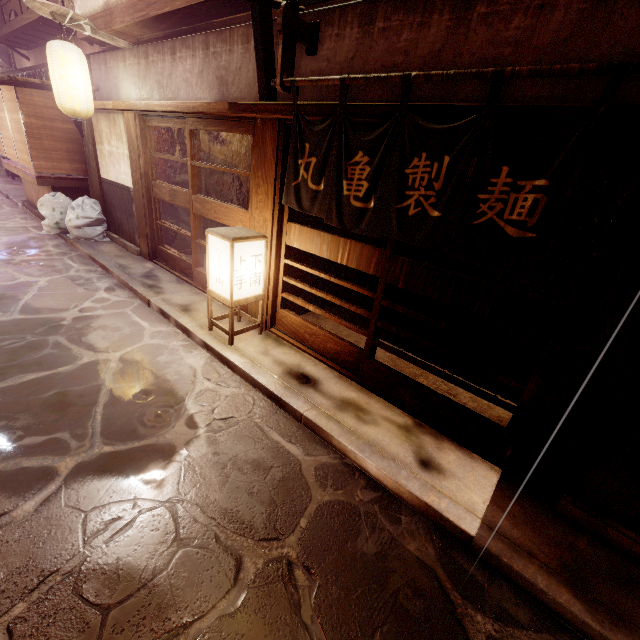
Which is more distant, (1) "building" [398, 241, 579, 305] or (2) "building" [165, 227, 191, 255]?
(2) "building" [165, 227, 191, 255]

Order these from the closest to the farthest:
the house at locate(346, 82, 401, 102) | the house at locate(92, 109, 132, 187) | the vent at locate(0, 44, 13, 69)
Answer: the house at locate(346, 82, 401, 102) < the house at locate(92, 109, 132, 187) < the vent at locate(0, 44, 13, 69)

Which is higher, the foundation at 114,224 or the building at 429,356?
the foundation at 114,224

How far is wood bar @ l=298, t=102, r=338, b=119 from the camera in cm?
581

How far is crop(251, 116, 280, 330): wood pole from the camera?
7.11m

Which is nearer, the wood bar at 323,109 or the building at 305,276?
the wood bar at 323,109

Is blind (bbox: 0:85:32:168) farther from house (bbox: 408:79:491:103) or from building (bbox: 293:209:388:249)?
building (bbox: 293:209:388:249)

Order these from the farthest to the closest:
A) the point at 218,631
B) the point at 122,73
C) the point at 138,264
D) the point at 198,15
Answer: the point at 138,264 < the point at 122,73 < the point at 198,15 < the point at 218,631
